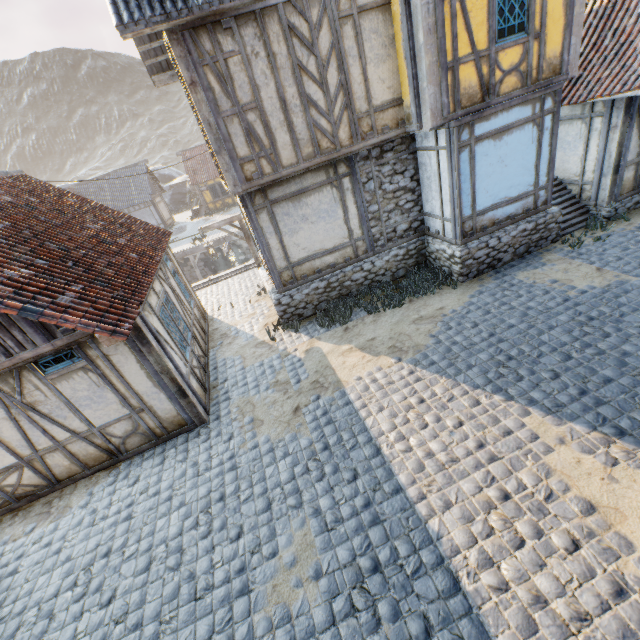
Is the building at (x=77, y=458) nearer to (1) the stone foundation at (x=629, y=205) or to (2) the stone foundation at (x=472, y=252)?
(2) the stone foundation at (x=472, y=252)

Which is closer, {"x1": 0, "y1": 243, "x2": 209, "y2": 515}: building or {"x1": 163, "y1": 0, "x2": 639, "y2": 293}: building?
{"x1": 0, "y1": 243, "x2": 209, "y2": 515}: building

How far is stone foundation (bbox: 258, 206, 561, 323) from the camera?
8.8 meters

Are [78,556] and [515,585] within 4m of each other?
no

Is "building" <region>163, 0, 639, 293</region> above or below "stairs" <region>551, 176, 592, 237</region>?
above

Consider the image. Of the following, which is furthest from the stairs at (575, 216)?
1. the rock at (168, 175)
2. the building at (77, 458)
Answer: the rock at (168, 175)

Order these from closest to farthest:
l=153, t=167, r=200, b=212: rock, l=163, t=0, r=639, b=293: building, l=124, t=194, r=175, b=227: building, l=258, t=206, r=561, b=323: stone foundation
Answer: l=163, t=0, r=639, b=293: building → l=258, t=206, r=561, b=323: stone foundation → l=124, t=194, r=175, b=227: building → l=153, t=167, r=200, b=212: rock

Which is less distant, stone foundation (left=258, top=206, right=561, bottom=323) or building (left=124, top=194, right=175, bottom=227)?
stone foundation (left=258, top=206, right=561, bottom=323)
